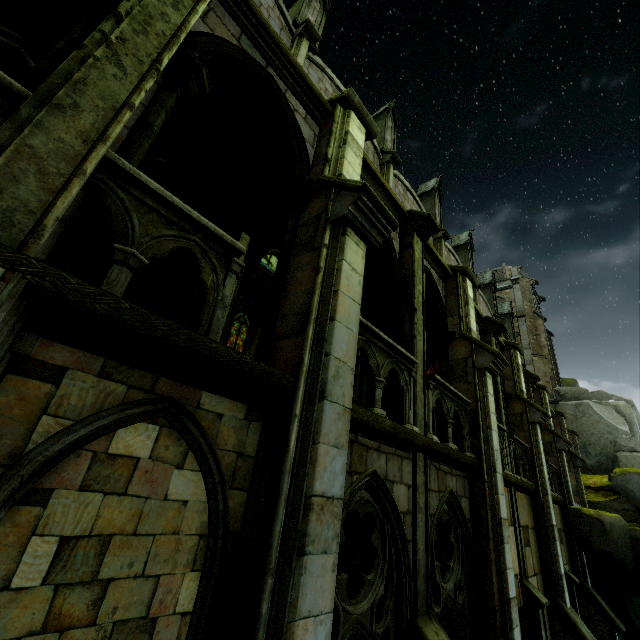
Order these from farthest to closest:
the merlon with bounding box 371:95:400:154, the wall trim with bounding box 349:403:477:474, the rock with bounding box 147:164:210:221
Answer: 1. the merlon with bounding box 371:95:400:154
2. the rock with bounding box 147:164:210:221
3. the wall trim with bounding box 349:403:477:474

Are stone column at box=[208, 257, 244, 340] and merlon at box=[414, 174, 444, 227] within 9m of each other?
no

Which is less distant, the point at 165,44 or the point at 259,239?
the point at 165,44

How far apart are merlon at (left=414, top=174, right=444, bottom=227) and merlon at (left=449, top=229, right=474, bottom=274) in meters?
4.6

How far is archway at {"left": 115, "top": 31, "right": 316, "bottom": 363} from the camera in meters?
3.7

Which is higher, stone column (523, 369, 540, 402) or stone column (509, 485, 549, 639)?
stone column (523, 369, 540, 402)

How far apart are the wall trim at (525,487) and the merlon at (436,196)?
13.7m

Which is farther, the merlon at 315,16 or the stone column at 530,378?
the stone column at 530,378
